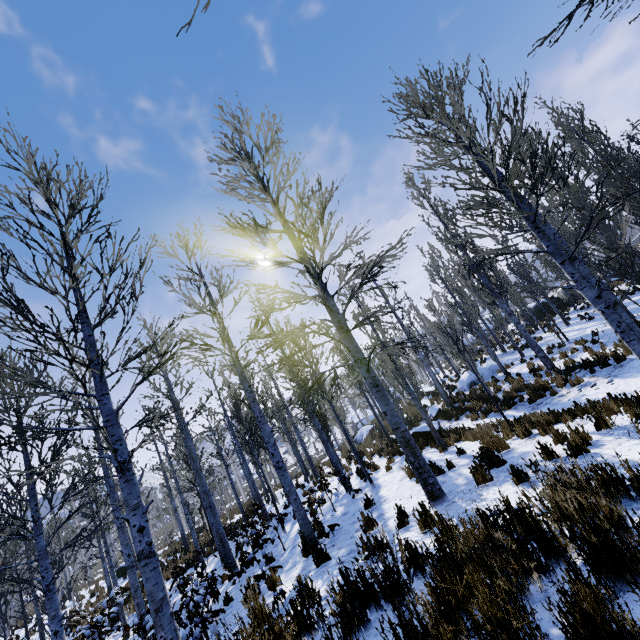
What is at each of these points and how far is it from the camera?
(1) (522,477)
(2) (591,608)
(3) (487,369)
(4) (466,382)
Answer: (1) instancedfoliageactor, 5.0 meters
(2) instancedfoliageactor, 1.5 meters
(3) rock, 20.8 meters
(4) rock, 20.6 meters

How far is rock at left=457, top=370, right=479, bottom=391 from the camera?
20.3 meters

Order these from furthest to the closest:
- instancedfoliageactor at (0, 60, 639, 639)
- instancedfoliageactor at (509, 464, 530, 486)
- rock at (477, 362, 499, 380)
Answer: rock at (477, 362, 499, 380) < instancedfoliageactor at (509, 464, 530, 486) < instancedfoliageactor at (0, 60, 639, 639)

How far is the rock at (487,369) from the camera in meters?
20.2

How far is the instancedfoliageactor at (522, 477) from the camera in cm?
452

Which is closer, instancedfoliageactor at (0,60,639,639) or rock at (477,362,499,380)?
instancedfoliageactor at (0,60,639,639)

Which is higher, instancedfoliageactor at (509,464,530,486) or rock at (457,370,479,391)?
rock at (457,370,479,391)
